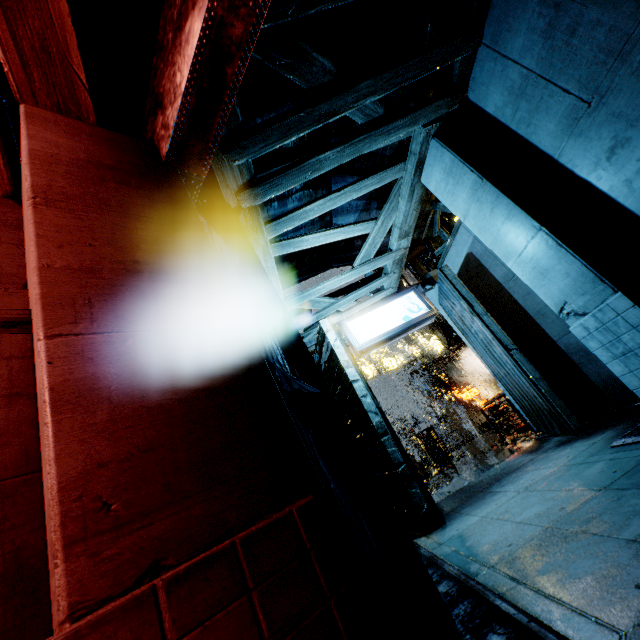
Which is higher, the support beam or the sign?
the sign

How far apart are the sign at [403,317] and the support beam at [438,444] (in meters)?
12.74

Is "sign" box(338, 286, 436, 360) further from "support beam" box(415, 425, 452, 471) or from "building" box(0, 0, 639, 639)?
"support beam" box(415, 425, 452, 471)

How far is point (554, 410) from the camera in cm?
768

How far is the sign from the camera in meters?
8.9

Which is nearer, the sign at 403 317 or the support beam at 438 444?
the sign at 403 317

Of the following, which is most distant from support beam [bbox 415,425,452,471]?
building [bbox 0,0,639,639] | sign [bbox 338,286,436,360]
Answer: sign [bbox 338,286,436,360]
